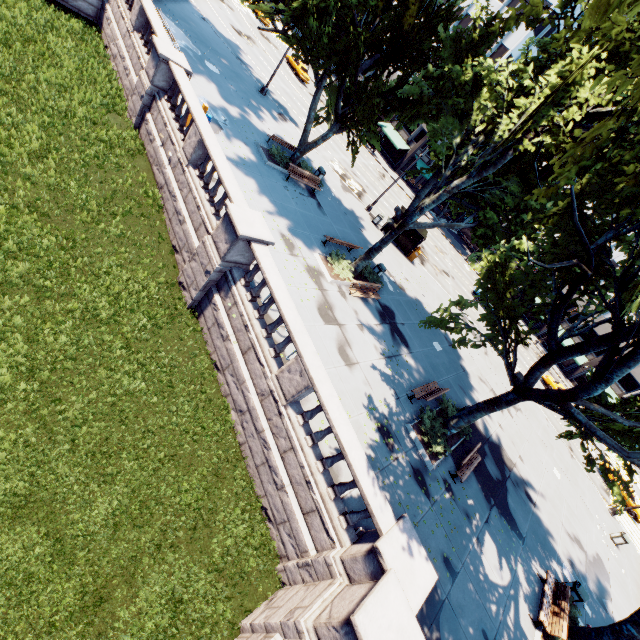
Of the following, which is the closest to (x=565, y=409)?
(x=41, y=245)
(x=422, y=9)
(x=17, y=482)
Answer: (x=17, y=482)

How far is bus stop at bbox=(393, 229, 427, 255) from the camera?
27.4m

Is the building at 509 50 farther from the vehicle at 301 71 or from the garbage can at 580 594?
the garbage can at 580 594

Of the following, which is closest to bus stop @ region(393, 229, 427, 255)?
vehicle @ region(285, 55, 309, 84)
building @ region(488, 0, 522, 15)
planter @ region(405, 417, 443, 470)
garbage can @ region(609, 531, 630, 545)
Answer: building @ region(488, 0, 522, 15)

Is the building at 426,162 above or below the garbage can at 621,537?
above

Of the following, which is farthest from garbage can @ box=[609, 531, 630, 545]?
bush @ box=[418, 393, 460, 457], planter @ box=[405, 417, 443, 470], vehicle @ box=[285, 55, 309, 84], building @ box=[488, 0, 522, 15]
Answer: vehicle @ box=[285, 55, 309, 84]

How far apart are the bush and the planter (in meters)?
0.04

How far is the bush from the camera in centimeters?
1375cm
